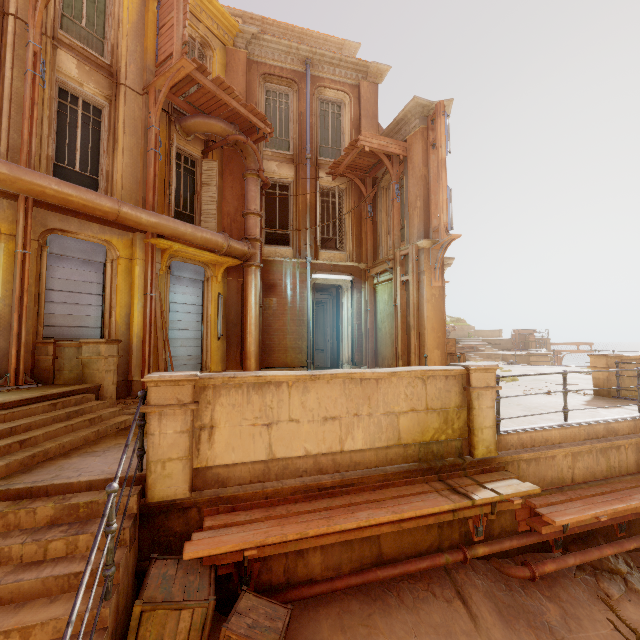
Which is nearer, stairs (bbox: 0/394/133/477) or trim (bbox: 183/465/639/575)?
trim (bbox: 183/465/639/575)

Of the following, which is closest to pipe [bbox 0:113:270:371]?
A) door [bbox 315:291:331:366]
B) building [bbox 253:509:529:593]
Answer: door [bbox 315:291:331:366]

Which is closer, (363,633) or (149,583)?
(149,583)

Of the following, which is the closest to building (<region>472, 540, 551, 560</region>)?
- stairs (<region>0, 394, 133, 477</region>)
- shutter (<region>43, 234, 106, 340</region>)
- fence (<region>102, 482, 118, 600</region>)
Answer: fence (<region>102, 482, 118, 600</region>)

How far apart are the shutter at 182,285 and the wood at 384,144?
6.2m

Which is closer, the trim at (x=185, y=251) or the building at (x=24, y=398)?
the building at (x=24, y=398)

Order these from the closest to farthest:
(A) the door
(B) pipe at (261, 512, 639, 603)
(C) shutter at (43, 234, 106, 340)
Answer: (B) pipe at (261, 512, 639, 603)
(C) shutter at (43, 234, 106, 340)
(A) the door

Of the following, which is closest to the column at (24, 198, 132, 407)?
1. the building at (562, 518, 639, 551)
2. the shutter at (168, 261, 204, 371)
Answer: the shutter at (168, 261, 204, 371)
